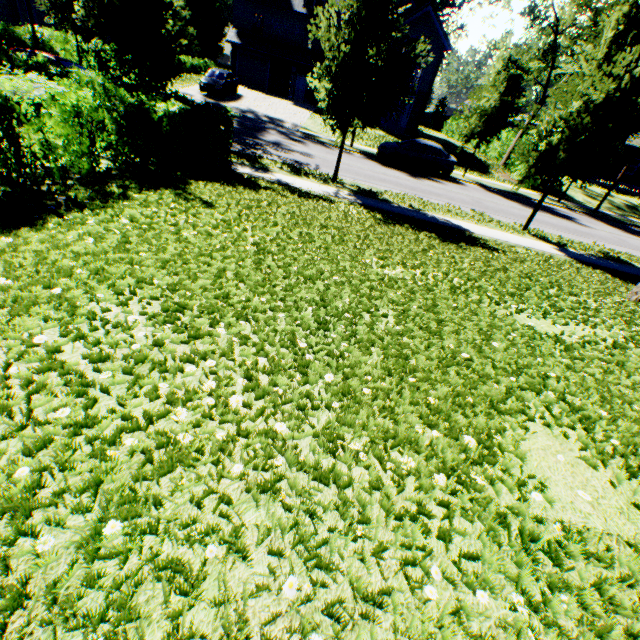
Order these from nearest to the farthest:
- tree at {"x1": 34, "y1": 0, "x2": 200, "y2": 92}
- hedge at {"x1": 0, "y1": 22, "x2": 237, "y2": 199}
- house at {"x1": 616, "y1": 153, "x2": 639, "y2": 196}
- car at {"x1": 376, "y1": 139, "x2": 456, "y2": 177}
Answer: hedge at {"x1": 0, "y1": 22, "x2": 237, "y2": 199} < tree at {"x1": 34, "y1": 0, "x2": 200, "y2": 92} < car at {"x1": 376, "y1": 139, "x2": 456, "y2": 177} < house at {"x1": 616, "y1": 153, "x2": 639, "y2": 196}

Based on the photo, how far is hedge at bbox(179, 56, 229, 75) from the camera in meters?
41.3

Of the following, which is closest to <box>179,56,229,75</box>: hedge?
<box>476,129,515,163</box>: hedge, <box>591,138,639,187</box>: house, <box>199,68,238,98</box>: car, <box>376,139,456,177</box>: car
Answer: <box>476,129,515,163</box>: hedge

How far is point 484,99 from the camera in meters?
19.1

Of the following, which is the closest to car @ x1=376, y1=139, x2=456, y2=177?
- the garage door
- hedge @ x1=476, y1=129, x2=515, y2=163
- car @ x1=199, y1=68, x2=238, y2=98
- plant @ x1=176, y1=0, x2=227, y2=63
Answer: hedge @ x1=476, y1=129, x2=515, y2=163

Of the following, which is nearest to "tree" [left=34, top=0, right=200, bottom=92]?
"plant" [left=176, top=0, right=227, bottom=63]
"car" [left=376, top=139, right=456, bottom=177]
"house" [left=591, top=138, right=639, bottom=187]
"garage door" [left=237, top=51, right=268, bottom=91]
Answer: "plant" [left=176, top=0, right=227, bottom=63]

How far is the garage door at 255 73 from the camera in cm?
3331

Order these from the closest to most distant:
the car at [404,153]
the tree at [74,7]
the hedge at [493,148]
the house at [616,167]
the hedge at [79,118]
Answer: the hedge at [79,118]
the tree at [74,7]
the car at [404,153]
the hedge at [493,148]
the house at [616,167]
